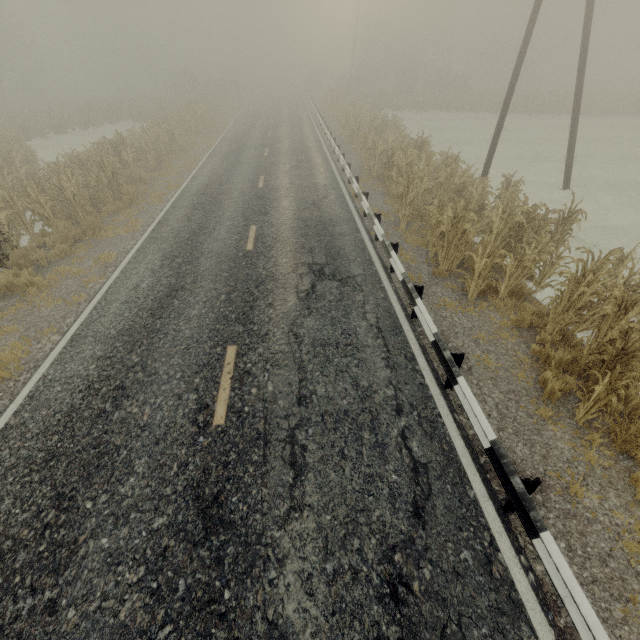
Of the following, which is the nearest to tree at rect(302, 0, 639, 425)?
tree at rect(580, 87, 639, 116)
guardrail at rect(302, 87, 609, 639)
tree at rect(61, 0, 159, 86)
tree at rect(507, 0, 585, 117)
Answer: tree at rect(580, 87, 639, 116)

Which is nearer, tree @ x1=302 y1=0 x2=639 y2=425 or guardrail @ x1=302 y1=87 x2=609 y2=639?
guardrail @ x1=302 y1=87 x2=609 y2=639

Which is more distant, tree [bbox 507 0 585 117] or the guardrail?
tree [bbox 507 0 585 117]

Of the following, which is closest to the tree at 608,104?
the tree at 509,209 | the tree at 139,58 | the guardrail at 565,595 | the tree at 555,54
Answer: the tree at 509,209

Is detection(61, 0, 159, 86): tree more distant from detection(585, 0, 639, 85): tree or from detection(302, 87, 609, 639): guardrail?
detection(585, 0, 639, 85): tree

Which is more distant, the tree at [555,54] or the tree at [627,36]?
the tree at [627,36]

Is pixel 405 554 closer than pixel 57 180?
Yes
